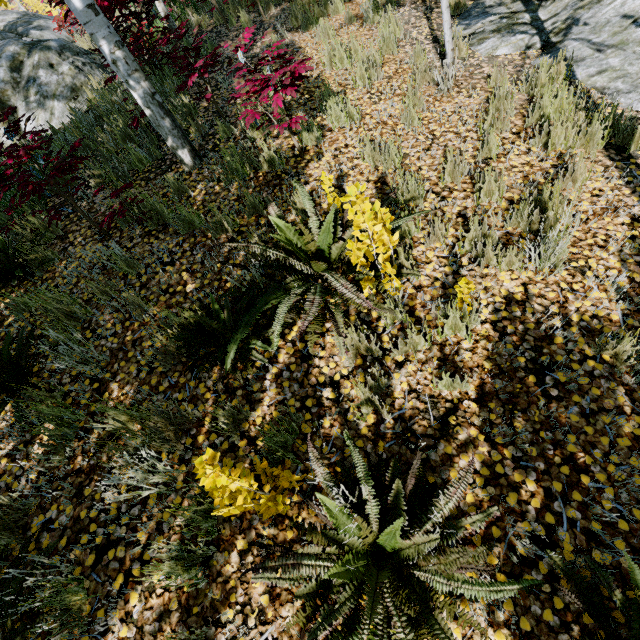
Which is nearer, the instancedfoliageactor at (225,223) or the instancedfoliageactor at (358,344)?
the instancedfoliageactor at (358,344)

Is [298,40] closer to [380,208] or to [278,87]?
[278,87]

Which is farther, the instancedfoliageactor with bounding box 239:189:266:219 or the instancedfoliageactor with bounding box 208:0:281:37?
the instancedfoliageactor with bounding box 208:0:281:37

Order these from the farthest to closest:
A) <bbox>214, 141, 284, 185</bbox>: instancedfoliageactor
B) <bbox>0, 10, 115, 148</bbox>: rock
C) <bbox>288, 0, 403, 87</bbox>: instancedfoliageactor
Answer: <bbox>0, 10, 115, 148</bbox>: rock < <bbox>288, 0, 403, 87</bbox>: instancedfoliageactor < <bbox>214, 141, 284, 185</bbox>: instancedfoliageactor

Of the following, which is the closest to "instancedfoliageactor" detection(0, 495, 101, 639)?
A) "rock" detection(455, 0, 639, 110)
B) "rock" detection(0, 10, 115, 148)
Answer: "rock" detection(455, 0, 639, 110)

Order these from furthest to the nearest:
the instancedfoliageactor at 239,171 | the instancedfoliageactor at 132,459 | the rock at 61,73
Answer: the rock at 61,73
the instancedfoliageactor at 239,171
the instancedfoliageactor at 132,459

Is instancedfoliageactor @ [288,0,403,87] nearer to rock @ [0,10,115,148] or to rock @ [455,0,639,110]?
rock @ [455,0,639,110]
